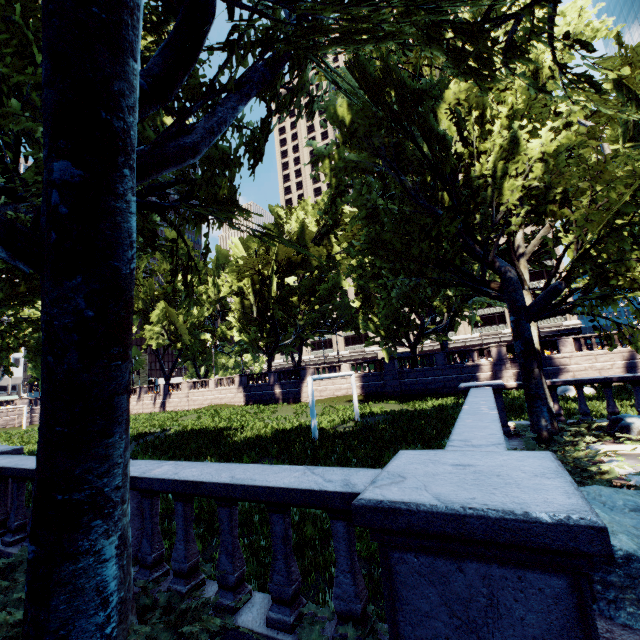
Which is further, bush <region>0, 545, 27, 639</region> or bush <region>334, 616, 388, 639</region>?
bush <region>0, 545, 27, 639</region>

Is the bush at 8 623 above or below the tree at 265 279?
below

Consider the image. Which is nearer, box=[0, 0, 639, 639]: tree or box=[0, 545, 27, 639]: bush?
box=[0, 0, 639, 639]: tree

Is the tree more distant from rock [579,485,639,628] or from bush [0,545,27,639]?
rock [579,485,639,628]

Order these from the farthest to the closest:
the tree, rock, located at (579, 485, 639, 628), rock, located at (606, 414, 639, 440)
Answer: rock, located at (606, 414, 639, 440)
rock, located at (579, 485, 639, 628)
the tree

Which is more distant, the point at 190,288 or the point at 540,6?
the point at 190,288

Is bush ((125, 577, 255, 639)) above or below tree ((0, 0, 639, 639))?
below

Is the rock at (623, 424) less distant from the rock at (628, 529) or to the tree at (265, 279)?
the tree at (265, 279)
